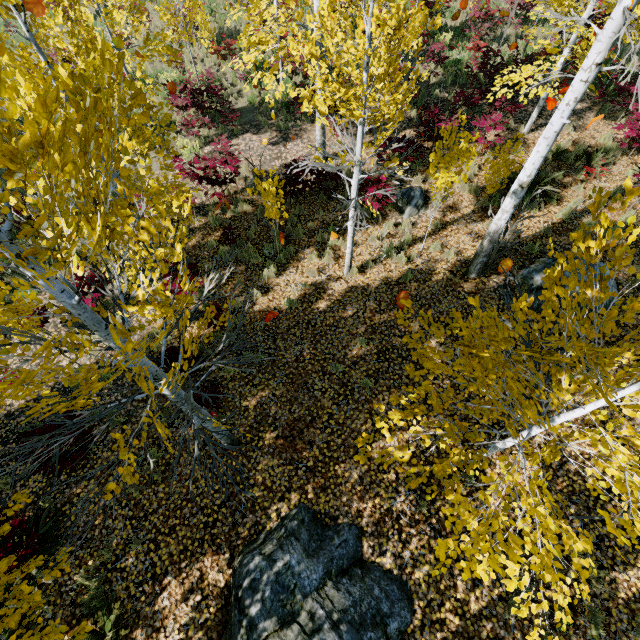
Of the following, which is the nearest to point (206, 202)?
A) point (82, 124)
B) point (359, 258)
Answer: point (359, 258)

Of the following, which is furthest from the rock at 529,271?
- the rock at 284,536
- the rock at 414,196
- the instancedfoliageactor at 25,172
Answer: the rock at 284,536

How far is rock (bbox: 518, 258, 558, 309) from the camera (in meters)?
6.97

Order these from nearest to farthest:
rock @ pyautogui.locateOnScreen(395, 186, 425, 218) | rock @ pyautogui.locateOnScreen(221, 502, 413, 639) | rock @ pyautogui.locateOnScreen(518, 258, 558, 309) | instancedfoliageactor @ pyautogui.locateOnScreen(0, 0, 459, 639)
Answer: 1. instancedfoliageactor @ pyautogui.locateOnScreen(0, 0, 459, 639)
2. rock @ pyautogui.locateOnScreen(221, 502, 413, 639)
3. rock @ pyautogui.locateOnScreen(518, 258, 558, 309)
4. rock @ pyautogui.locateOnScreen(395, 186, 425, 218)

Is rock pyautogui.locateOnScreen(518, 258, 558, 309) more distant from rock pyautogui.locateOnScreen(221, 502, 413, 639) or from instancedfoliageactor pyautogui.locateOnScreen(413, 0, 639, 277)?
rock pyautogui.locateOnScreen(221, 502, 413, 639)

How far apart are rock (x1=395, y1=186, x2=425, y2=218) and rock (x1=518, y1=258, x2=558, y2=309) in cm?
297

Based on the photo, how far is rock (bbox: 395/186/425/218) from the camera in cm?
886

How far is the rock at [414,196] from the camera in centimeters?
886cm
